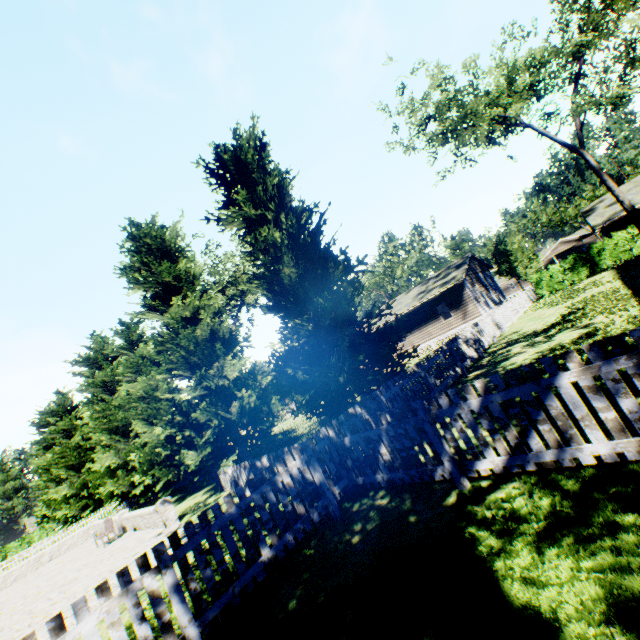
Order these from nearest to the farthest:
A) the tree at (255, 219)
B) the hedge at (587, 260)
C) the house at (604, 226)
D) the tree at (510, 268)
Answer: the tree at (255, 219) < the hedge at (587, 260) < the house at (604, 226) < the tree at (510, 268)

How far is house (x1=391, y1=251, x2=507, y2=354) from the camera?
26.9m

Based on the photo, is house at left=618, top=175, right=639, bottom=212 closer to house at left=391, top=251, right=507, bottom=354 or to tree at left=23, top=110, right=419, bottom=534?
tree at left=23, top=110, right=419, bottom=534

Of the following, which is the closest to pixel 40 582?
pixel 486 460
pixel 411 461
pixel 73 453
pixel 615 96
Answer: pixel 73 453

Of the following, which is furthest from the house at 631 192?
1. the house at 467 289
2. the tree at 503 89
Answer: the house at 467 289

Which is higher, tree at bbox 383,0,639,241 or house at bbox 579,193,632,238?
tree at bbox 383,0,639,241

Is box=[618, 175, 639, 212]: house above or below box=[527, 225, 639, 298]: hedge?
above

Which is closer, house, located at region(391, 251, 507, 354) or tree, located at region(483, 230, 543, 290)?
house, located at region(391, 251, 507, 354)
